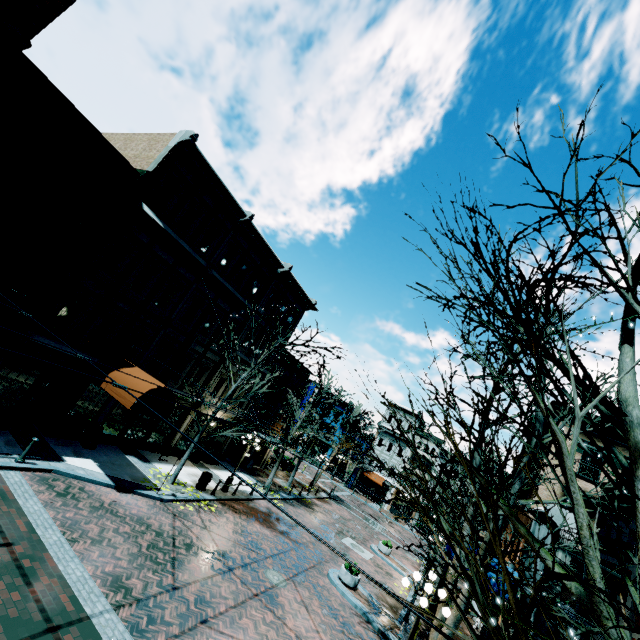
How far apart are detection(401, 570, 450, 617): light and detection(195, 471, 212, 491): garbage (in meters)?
10.82

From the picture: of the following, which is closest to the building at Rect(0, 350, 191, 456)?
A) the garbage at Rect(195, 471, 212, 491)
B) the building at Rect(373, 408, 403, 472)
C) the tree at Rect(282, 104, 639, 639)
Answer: the tree at Rect(282, 104, 639, 639)

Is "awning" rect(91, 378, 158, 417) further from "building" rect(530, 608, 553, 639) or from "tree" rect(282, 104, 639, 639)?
"tree" rect(282, 104, 639, 639)

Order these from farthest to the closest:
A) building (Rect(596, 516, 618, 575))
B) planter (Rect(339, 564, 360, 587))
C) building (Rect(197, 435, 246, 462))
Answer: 1. building (Rect(197, 435, 246, 462))
2. planter (Rect(339, 564, 360, 587))
3. building (Rect(596, 516, 618, 575))

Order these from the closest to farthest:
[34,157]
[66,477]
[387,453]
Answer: [34,157]
[66,477]
[387,453]

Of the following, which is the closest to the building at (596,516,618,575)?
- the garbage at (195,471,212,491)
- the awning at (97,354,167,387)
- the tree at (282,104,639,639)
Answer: the awning at (97,354,167,387)

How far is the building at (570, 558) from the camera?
11.9 meters

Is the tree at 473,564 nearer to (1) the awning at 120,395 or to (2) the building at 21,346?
(2) the building at 21,346
